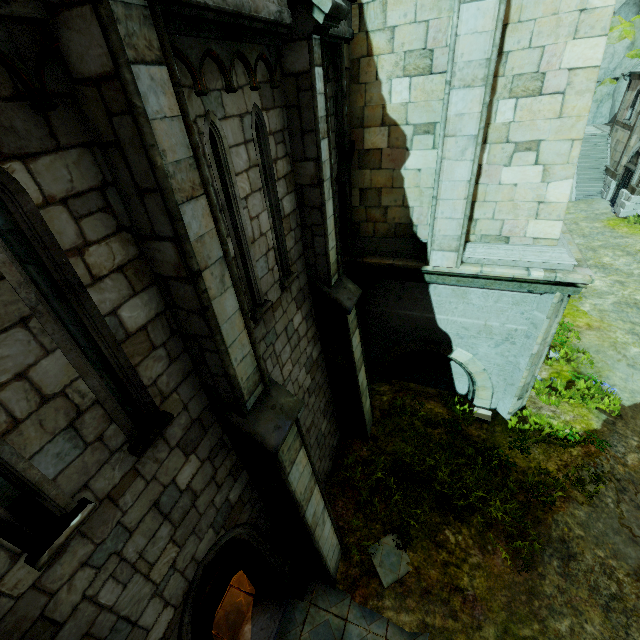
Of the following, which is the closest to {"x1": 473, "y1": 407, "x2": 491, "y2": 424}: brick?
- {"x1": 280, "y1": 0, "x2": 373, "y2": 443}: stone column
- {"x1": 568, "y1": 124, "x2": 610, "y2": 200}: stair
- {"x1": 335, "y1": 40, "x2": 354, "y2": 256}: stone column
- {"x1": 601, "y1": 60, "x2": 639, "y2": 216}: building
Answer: {"x1": 280, "y1": 0, "x2": 373, "y2": 443}: stone column

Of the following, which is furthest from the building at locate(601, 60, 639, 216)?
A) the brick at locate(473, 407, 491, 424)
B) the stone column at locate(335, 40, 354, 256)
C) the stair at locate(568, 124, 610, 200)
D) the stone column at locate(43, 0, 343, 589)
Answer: the stone column at locate(43, 0, 343, 589)

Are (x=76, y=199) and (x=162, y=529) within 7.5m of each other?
yes

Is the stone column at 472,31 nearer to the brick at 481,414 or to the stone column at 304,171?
the stone column at 304,171

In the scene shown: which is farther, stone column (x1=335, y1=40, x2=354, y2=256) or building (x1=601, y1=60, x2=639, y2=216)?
building (x1=601, y1=60, x2=639, y2=216)

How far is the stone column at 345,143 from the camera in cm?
634

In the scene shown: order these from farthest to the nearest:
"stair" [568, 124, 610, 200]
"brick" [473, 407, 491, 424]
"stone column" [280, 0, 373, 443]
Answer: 1. "stair" [568, 124, 610, 200]
2. "brick" [473, 407, 491, 424]
3. "stone column" [280, 0, 373, 443]

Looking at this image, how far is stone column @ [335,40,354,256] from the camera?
6.34m
